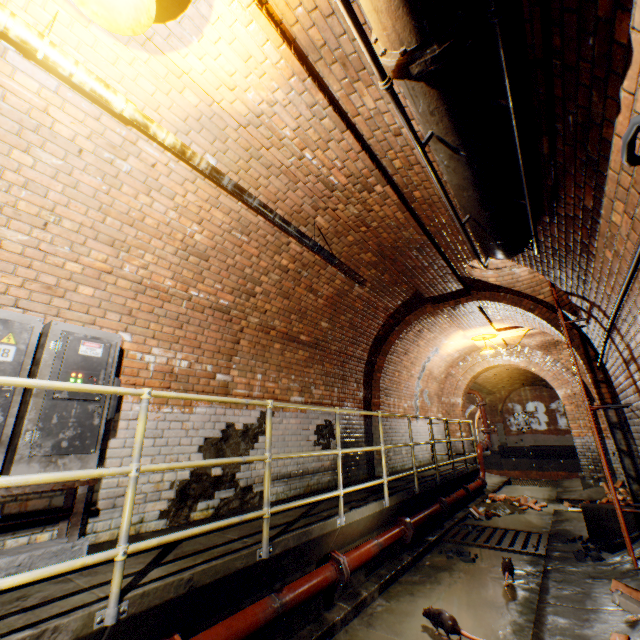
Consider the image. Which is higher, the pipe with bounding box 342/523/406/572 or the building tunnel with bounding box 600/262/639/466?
the building tunnel with bounding box 600/262/639/466

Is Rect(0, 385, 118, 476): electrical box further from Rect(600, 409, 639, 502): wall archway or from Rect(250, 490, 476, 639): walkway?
Rect(600, 409, 639, 502): wall archway

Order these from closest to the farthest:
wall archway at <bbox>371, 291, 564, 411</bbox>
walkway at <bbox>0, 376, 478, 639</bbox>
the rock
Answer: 1. walkway at <bbox>0, 376, 478, 639</bbox>
2. the rock
3. wall archway at <bbox>371, 291, 564, 411</bbox>

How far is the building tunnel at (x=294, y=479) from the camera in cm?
495

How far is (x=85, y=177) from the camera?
3.0 meters

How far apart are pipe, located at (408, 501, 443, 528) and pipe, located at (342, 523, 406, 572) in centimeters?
22cm

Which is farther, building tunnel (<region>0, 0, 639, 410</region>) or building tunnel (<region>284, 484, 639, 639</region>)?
building tunnel (<region>284, 484, 639, 639</region>)
